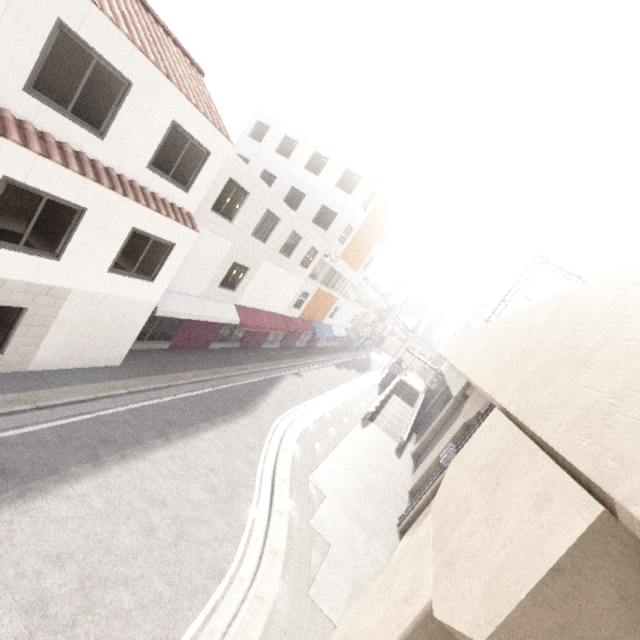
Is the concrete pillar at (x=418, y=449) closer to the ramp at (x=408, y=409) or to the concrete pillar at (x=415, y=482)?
the concrete pillar at (x=415, y=482)

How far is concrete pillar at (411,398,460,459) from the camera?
22.5m

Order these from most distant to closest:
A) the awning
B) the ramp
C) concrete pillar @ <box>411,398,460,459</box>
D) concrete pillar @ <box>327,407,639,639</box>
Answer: the ramp, concrete pillar @ <box>411,398,460,459</box>, the awning, concrete pillar @ <box>327,407,639,639</box>

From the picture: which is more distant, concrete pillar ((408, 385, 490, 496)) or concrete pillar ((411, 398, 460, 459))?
concrete pillar ((411, 398, 460, 459))

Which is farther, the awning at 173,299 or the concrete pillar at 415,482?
the concrete pillar at 415,482

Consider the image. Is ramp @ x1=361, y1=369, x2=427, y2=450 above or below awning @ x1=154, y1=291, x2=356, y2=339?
below

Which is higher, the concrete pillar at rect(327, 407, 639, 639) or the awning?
the concrete pillar at rect(327, 407, 639, 639)

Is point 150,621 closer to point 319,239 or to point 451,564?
point 451,564
